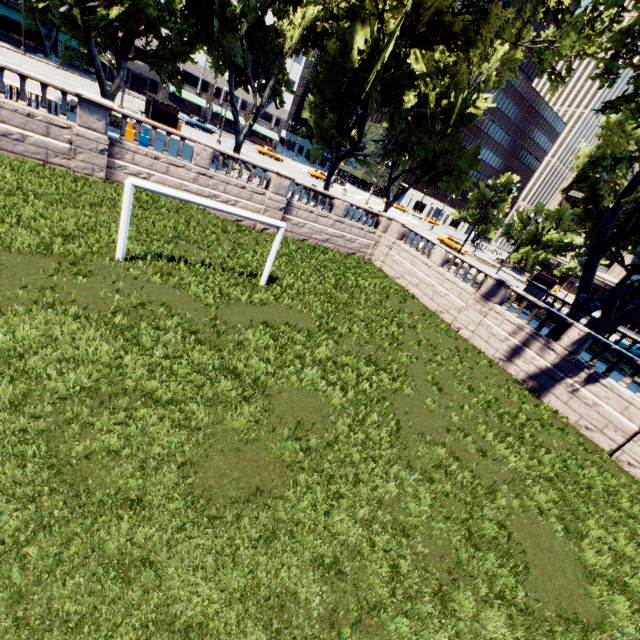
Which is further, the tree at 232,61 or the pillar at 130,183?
the tree at 232,61

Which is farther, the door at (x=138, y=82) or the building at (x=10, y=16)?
the door at (x=138, y=82)

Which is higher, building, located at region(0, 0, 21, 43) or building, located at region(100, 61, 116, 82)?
building, located at region(0, 0, 21, 43)

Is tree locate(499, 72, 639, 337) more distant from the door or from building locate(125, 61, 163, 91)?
the door

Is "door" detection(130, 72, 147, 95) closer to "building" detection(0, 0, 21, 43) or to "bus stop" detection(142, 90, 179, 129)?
"building" detection(0, 0, 21, 43)

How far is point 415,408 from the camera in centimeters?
1098cm

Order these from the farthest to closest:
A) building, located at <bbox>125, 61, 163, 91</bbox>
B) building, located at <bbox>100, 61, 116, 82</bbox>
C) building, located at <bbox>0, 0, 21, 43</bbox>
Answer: building, located at <bbox>125, 61, 163, 91</bbox> < building, located at <bbox>100, 61, 116, 82</bbox> < building, located at <bbox>0, 0, 21, 43</bbox>

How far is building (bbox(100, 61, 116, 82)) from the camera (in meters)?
55.44
